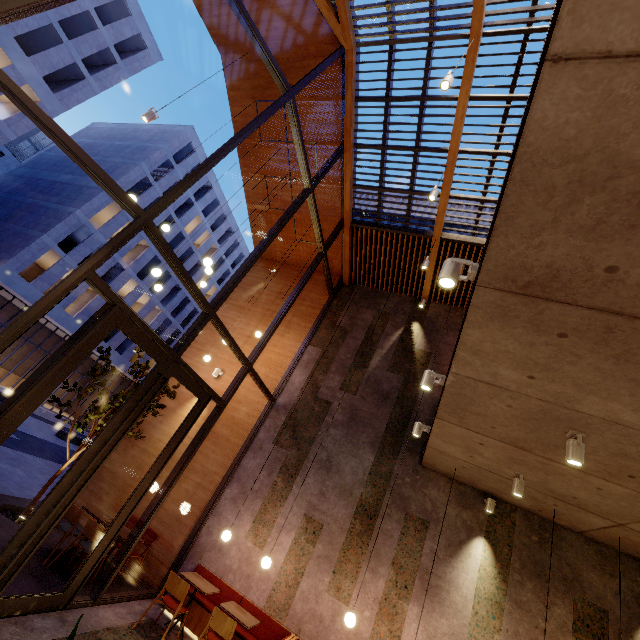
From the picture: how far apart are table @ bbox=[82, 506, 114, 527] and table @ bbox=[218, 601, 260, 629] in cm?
205

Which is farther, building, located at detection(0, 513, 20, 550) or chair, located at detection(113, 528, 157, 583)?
chair, located at detection(113, 528, 157, 583)

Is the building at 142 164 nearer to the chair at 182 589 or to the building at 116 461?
the building at 116 461

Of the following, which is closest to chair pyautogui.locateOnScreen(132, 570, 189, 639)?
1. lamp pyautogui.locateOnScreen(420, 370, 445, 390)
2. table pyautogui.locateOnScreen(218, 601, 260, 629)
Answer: table pyautogui.locateOnScreen(218, 601, 260, 629)

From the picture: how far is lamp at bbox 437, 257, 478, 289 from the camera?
2.7 meters

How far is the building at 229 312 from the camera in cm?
1069

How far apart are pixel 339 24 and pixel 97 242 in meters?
26.8

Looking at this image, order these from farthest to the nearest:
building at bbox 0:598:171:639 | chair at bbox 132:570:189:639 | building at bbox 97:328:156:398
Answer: building at bbox 97:328:156:398
chair at bbox 132:570:189:639
building at bbox 0:598:171:639
